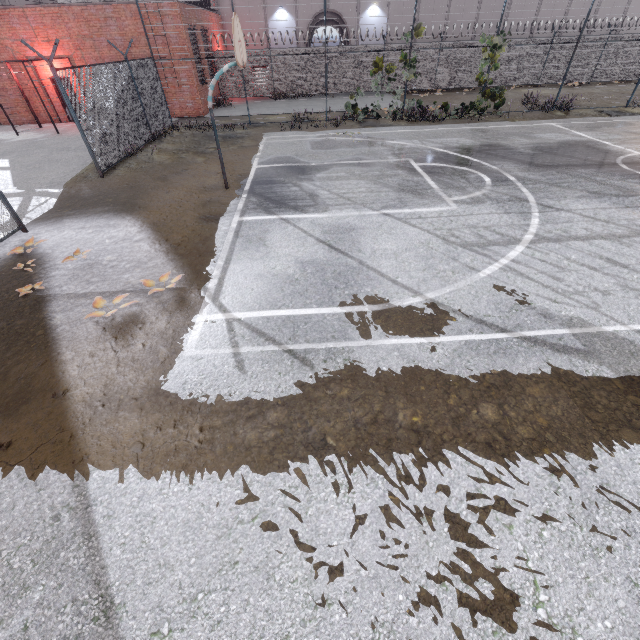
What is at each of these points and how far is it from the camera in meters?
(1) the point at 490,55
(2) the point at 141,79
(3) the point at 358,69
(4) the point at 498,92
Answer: (1) plant, 15.2
(2) fence, 13.6
(3) fence, 23.3
(4) plant, 16.1

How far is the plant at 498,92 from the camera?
15.9m

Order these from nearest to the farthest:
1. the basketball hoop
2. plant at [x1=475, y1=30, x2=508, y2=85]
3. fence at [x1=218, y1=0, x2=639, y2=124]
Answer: the basketball hoop < plant at [x1=475, y1=30, x2=508, y2=85] < fence at [x1=218, y1=0, x2=639, y2=124]

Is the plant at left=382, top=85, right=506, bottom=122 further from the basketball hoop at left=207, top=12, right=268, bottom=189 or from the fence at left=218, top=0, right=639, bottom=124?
the basketball hoop at left=207, top=12, right=268, bottom=189

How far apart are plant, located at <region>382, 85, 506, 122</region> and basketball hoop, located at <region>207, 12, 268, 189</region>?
11.49m

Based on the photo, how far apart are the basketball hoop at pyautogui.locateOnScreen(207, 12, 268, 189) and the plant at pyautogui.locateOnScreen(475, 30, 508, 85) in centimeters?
1299cm

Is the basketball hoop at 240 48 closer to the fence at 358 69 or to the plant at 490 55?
the fence at 358 69

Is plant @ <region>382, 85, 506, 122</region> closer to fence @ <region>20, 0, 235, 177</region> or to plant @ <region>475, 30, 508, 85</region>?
fence @ <region>20, 0, 235, 177</region>
